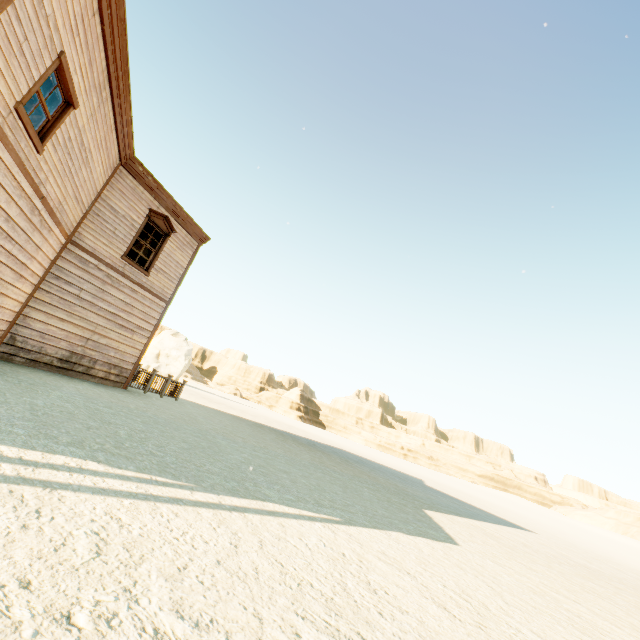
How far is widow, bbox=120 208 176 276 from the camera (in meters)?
11.20

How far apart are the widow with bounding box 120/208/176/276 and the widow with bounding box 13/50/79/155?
5.0 meters

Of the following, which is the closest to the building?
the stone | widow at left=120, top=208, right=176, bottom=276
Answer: widow at left=120, top=208, right=176, bottom=276

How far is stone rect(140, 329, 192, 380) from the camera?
45.3m

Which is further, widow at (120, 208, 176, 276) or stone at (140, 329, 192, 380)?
stone at (140, 329, 192, 380)

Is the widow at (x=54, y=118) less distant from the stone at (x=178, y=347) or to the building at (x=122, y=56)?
the building at (x=122, y=56)

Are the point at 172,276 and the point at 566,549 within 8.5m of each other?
no

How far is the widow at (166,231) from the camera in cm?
1120
